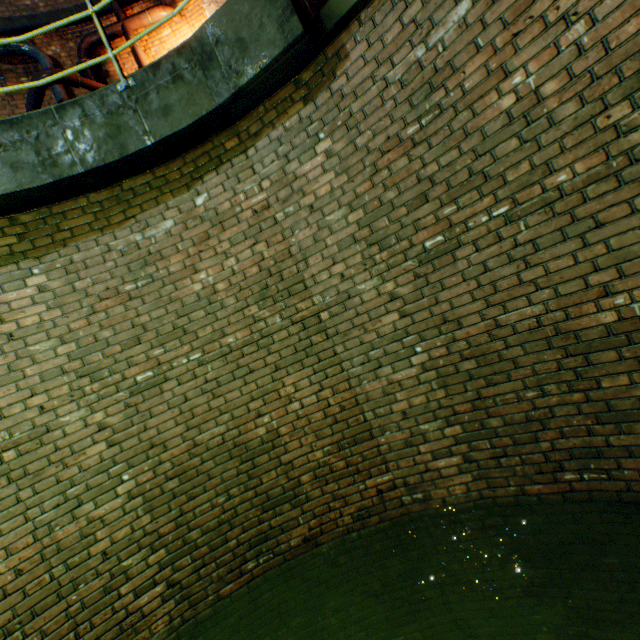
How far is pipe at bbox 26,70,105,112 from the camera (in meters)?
5.44

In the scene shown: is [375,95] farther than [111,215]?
No

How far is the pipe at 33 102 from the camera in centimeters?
544cm

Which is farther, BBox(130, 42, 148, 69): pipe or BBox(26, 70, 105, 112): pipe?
BBox(130, 42, 148, 69): pipe

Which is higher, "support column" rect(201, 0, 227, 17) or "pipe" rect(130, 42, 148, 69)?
"support column" rect(201, 0, 227, 17)
